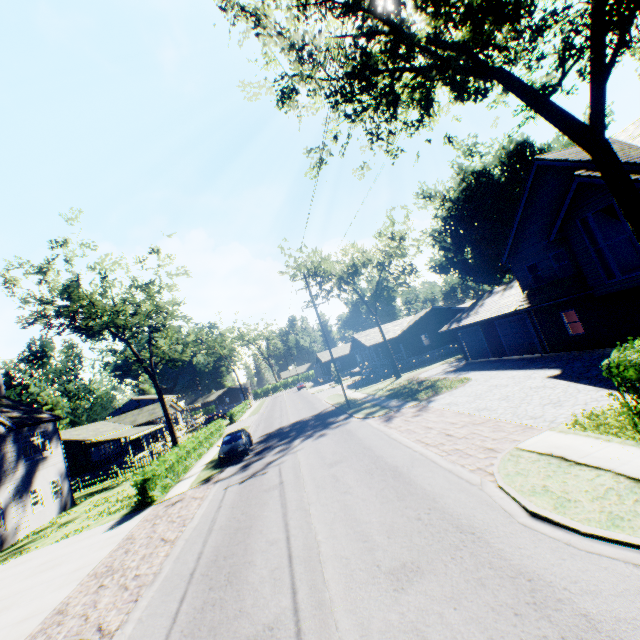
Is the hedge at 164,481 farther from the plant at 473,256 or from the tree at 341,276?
the plant at 473,256

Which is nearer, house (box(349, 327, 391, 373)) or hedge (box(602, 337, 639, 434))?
hedge (box(602, 337, 639, 434))

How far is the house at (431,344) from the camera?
43.41m

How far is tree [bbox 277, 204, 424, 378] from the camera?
34.4 meters

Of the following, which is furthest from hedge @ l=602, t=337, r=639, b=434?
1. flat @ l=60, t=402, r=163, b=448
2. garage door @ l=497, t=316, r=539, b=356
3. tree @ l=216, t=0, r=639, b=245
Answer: flat @ l=60, t=402, r=163, b=448

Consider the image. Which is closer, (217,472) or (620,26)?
(620,26)

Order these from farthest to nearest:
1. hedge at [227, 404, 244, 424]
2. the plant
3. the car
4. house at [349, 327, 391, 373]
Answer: hedge at [227, 404, 244, 424], the plant, house at [349, 327, 391, 373], the car
